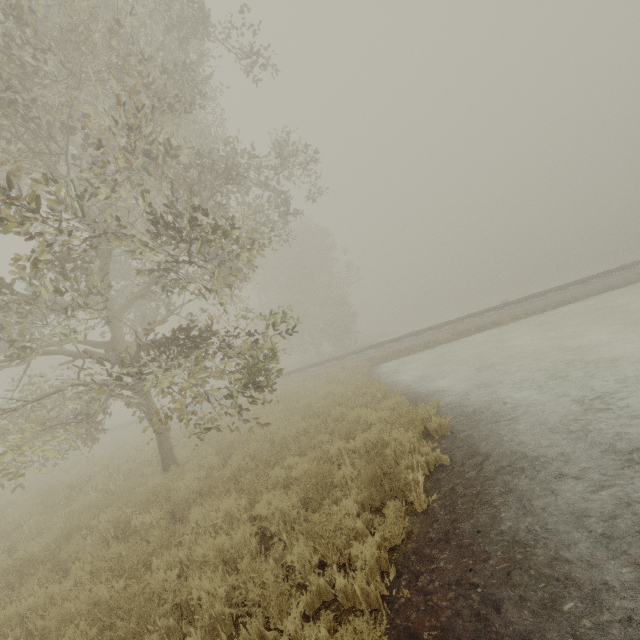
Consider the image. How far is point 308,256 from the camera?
30.80m
